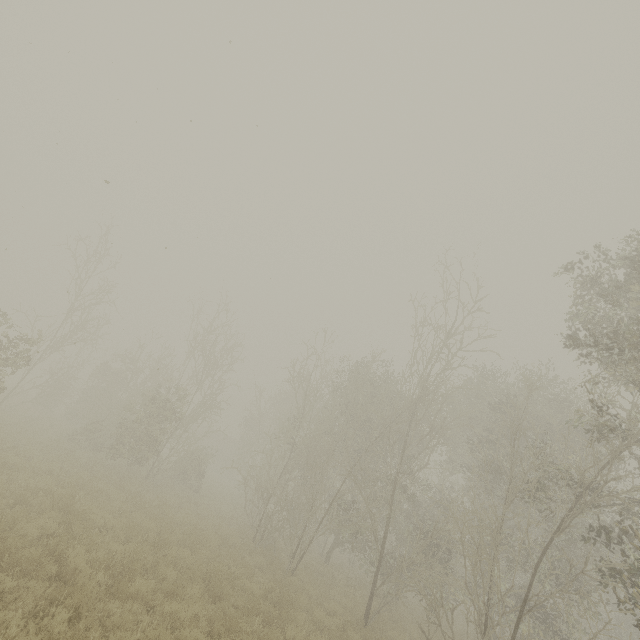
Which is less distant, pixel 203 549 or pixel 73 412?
pixel 203 549

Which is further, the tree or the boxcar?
the boxcar

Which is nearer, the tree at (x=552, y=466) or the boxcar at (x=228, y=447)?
the tree at (x=552, y=466)

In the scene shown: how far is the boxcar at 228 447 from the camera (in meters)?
46.27

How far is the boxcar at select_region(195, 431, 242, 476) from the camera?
46.3 meters
